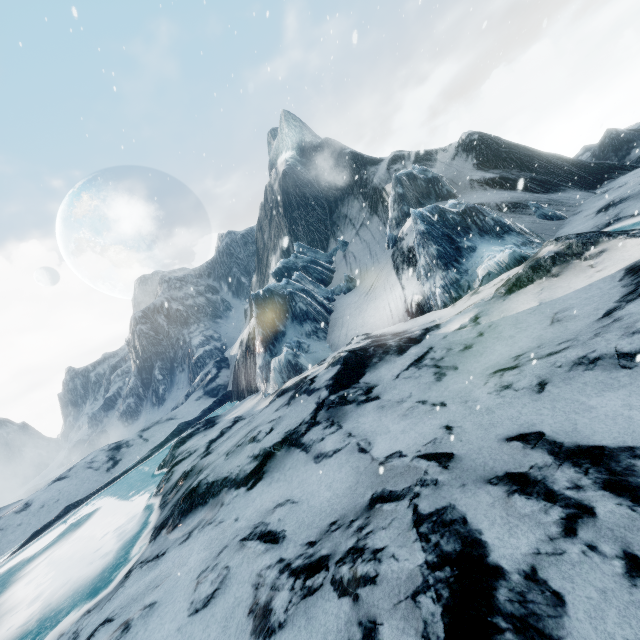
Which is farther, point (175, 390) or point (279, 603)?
point (175, 390)
